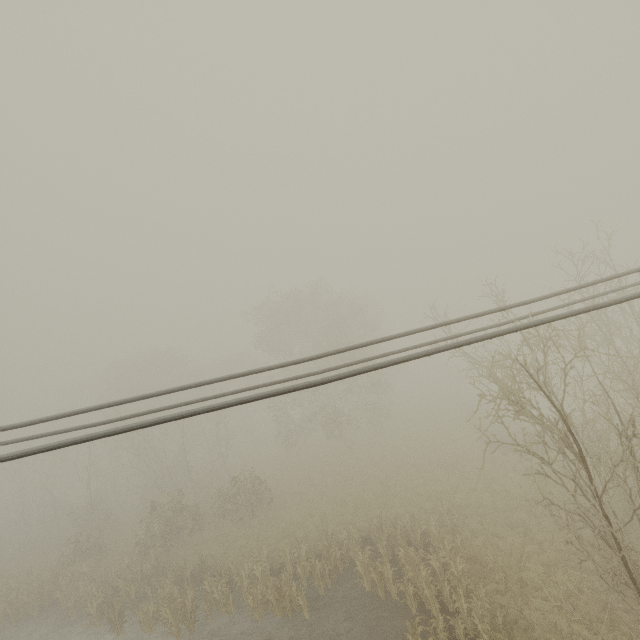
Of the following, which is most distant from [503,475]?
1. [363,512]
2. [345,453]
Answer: [345,453]
